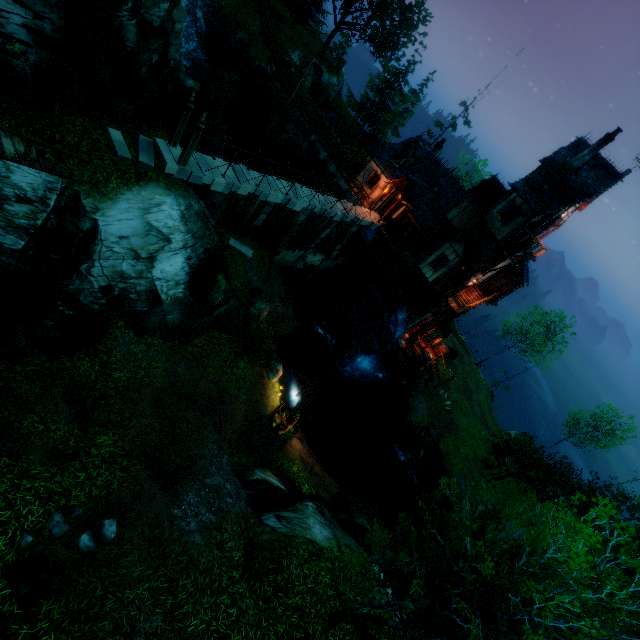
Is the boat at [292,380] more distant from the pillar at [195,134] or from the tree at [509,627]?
the pillar at [195,134]

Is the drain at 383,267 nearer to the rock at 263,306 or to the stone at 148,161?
the rock at 263,306

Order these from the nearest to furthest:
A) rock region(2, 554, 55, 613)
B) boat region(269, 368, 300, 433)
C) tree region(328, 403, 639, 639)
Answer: tree region(328, 403, 639, 639)
rock region(2, 554, 55, 613)
boat region(269, 368, 300, 433)

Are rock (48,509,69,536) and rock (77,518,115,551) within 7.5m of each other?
yes

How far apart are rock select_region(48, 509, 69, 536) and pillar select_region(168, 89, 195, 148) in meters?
14.5 m

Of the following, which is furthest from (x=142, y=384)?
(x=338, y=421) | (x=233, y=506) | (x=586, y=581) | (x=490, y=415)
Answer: (x=490, y=415)

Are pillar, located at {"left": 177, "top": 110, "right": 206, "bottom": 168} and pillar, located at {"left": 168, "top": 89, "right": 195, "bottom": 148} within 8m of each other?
yes

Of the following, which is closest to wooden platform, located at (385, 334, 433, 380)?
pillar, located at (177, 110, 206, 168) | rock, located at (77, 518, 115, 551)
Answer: pillar, located at (177, 110, 206, 168)
